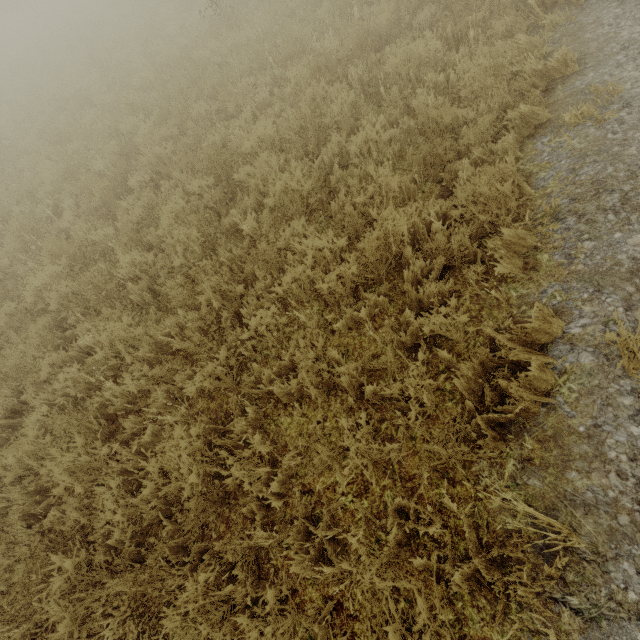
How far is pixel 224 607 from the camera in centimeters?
243cm
